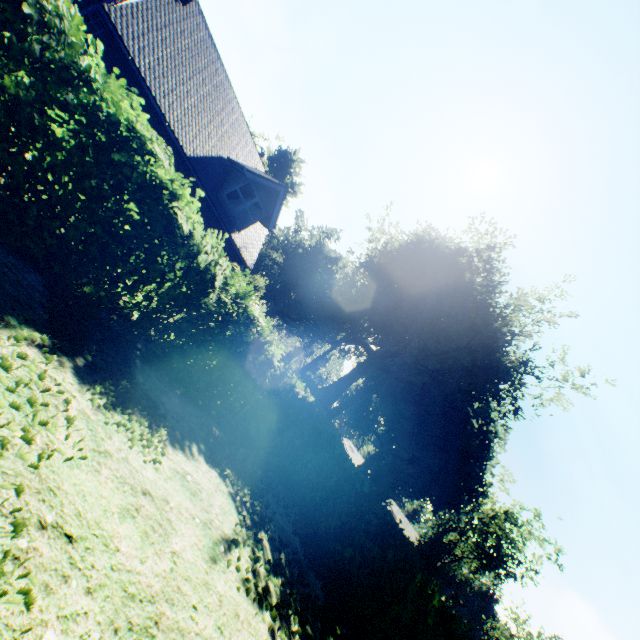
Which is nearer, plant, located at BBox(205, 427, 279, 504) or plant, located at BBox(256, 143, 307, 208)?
plant, located at BBox(205, 427, 279, 504)

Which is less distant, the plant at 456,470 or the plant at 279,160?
the plant at 456,470

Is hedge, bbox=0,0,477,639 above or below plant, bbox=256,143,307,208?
below

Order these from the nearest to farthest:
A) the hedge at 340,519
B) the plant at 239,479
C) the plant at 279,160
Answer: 1. the hedge at 340,519
2. the plant at 239,479
3. the plant at 279,160

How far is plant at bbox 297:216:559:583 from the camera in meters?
26.7 m

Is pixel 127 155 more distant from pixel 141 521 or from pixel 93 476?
pixel 141 521

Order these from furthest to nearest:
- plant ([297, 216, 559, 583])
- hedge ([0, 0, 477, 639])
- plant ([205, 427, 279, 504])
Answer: plant ([297, 216, 559, 583]), plant ([205, 427, 279, 504]), hedge ([0, 0, 477, 639])
